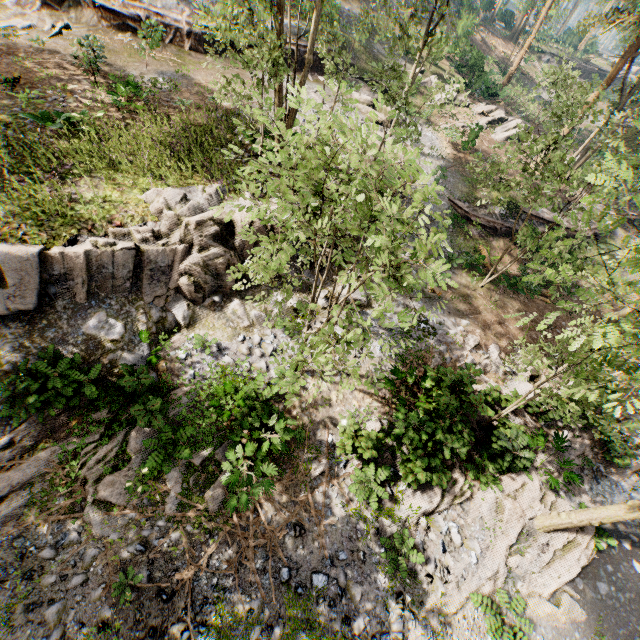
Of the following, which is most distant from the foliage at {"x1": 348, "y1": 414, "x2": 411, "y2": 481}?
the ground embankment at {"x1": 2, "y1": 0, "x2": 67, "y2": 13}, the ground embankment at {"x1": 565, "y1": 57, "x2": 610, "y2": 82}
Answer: the ground embankment at {"x1": 565, "y1": 57, "x2": 610, "y2": 82}

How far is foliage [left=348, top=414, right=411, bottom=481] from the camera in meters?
9.9 m

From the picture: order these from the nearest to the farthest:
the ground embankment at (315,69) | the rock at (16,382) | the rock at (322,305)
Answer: the rock at (16,382)
the rock at (322,305)
the ground embankment at (315,69)

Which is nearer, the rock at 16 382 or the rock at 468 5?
the rock at 16 382

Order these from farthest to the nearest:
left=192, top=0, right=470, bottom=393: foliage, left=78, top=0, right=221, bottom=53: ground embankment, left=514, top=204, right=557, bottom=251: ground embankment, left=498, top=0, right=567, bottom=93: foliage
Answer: left=498, top=0, right=567, bottom=93: foliage, left=514, top=204, right=557, bottom=251: ground embankment, left=78, top=0, right=221, bottom=53: ground embankment, left=192, top=0, right=470, bottom=393: foliage

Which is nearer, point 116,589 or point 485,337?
point 116,589
